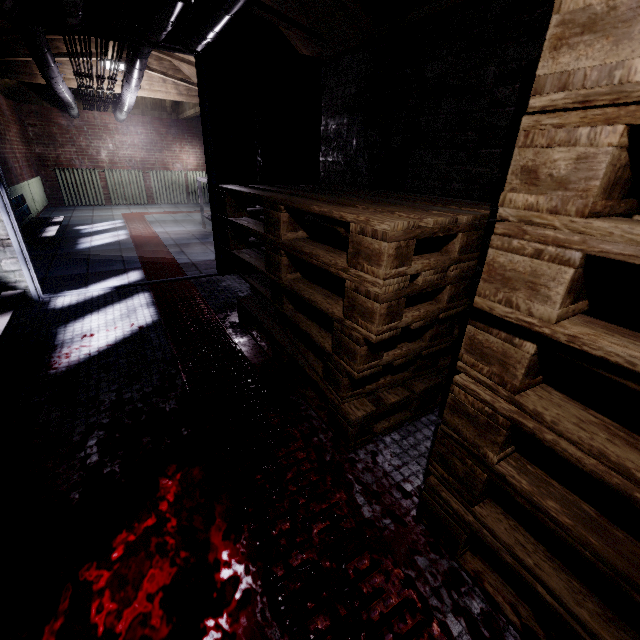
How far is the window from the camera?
8.2m

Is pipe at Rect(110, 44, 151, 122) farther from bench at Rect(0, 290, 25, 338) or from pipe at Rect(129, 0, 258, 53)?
bench at Rect(0, 290, 25, 338)

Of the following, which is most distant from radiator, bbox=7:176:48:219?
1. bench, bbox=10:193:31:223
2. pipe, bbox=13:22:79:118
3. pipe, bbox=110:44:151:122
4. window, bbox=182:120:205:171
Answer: window, bbox=182:120:205:171

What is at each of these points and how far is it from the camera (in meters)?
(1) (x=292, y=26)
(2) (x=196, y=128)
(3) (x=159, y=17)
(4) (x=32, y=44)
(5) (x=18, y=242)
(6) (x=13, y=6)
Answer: (1) beam, 2.57
(2) window, 8.31
(3) pipe, 1.86
(4) pipe, 2.91
(5) door, 2.53
(6) pipe, 1.91

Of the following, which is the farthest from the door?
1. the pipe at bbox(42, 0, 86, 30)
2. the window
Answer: the window

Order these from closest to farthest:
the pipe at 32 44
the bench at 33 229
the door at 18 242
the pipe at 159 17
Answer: the pipe at 159 17, the door at 18 242, the pipe at 32 44, the bench at 33 229

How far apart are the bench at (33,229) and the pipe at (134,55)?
2.0 meters

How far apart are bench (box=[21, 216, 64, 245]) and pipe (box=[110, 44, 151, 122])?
2.0m
